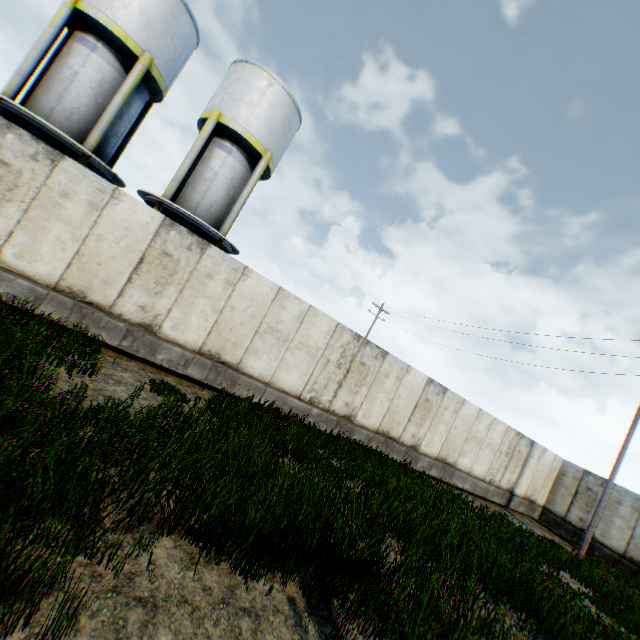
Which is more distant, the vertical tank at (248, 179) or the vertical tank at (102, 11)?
the vertical tank at (248, 179)

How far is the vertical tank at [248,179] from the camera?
14.1m

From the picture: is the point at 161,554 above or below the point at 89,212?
below

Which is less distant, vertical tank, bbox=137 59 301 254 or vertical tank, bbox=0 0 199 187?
vertical tank, bbox=0 0 199 187

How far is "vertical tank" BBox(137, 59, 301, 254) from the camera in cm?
1407
